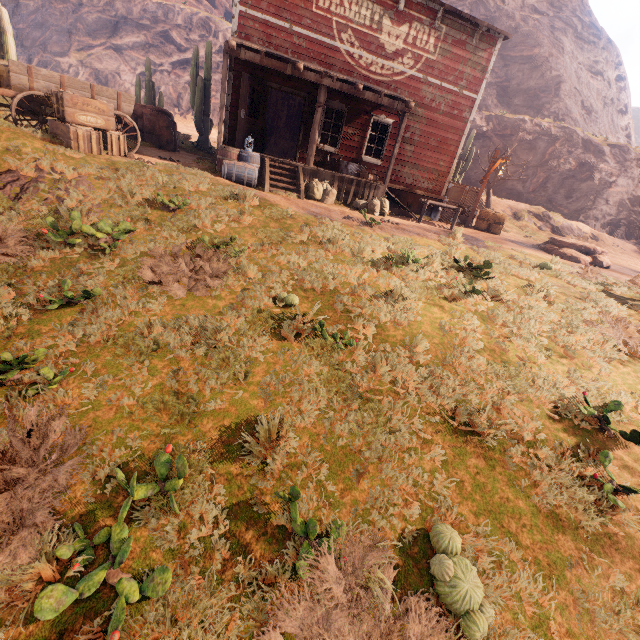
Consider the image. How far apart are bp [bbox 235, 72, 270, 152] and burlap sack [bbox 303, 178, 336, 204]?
2.8 meters

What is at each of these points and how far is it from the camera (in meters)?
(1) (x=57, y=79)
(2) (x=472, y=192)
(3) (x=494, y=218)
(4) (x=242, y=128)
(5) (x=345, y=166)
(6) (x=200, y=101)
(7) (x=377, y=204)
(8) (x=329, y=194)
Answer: (1) carraige, 7.81
(2) wooden box, 15.62
(3) hay bale, 15.48
(4) bp, 11.09
(5) metal tub, 12.47
(6) instancedfoliageactor, 16.23
(7) burlap sack, 11.22
(8) burlap sack, 11.22

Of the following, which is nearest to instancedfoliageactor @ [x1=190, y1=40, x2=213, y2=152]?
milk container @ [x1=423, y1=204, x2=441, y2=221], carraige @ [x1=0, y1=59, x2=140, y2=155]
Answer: carraige @ [x1=0, y1=59, x2=140, y2=155]

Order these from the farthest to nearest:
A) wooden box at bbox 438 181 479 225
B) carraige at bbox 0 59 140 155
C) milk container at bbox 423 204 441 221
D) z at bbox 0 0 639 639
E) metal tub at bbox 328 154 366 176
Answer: wooden box at bbox 438 181 479 225, milk container at bbox 423 204 441 221, metal tub at bbox 328 154 366 176, carraige at bbox 0 59 140 155, z at bbox 0 0 639 639

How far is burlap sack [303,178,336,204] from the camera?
11.07m

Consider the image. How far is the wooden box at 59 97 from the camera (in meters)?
7.35

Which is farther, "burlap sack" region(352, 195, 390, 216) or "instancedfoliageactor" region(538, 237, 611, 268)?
"instancedfoliageactor" region(538, 237, 611, 268)

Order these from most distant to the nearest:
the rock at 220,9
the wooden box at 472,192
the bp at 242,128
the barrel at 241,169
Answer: the rock at 220,9
the wooden box at 472,192
the bp at 242,128
the barrel at 241,169
